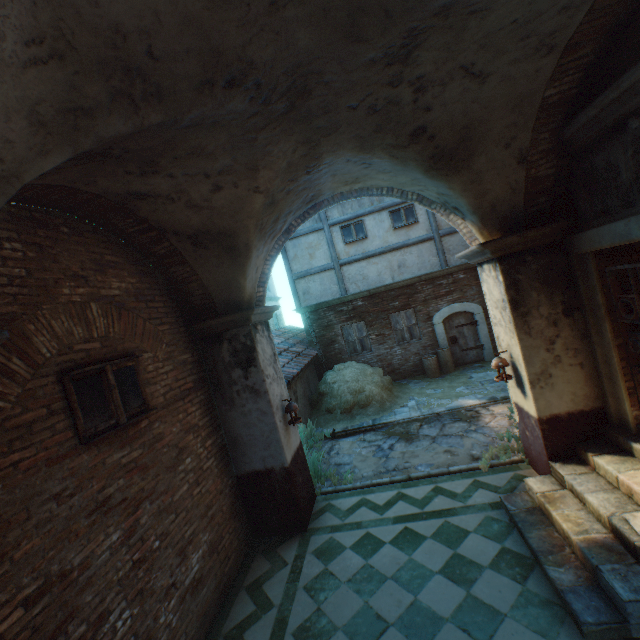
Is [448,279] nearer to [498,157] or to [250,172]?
[498,157]

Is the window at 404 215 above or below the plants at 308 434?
above

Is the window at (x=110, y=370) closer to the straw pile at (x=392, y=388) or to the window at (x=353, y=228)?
the straw pile at (x=392, y=388)

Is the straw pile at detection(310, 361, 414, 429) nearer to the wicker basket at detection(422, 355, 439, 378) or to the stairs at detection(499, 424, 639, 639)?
the wicker basket at detection(422, 355, 439, 378)

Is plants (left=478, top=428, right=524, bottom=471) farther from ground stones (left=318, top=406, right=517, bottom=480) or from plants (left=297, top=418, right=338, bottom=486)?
plants (left=297, top=418, right=338, bottom=486)

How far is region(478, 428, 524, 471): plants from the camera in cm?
593

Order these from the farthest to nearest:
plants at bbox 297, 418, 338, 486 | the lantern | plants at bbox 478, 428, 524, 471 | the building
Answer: plants at bbox 297, 418, 338, 486 → plants at bbox 478, 428, 524, 471 → the lantern → the building

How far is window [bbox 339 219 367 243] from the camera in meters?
12.7 m
